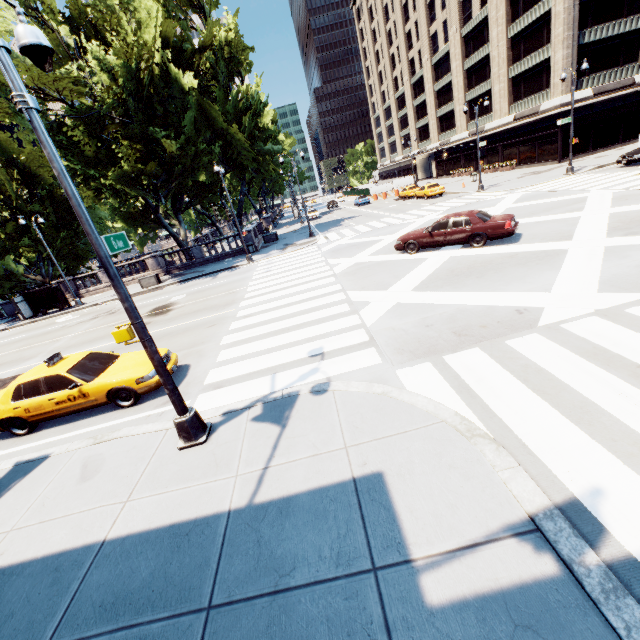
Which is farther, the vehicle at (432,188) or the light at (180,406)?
the vehicle at (432,188)

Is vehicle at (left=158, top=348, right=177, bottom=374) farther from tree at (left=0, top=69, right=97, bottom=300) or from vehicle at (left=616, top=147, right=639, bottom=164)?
vehicle at (left=616, top=147, right=639, bottom=164)

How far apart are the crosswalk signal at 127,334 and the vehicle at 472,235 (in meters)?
12.78

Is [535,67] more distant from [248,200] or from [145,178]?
[145,178]

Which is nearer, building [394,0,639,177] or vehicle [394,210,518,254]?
vehicle [394,210,518,254]

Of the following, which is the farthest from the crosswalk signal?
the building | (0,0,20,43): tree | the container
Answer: the building

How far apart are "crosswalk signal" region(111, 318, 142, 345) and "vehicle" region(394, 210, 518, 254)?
12.78m

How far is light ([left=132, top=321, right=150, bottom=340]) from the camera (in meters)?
5.58
